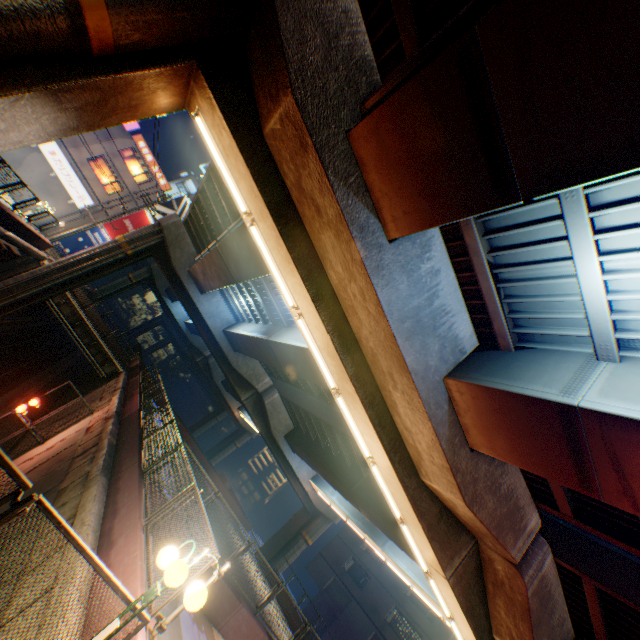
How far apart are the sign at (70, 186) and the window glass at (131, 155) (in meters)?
4.56

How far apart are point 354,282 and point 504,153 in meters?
3.3 m

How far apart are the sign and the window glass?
4.56m

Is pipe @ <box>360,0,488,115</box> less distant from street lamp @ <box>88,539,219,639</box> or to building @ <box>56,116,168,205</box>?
street lamp @ <box>88,539,219,639</box>

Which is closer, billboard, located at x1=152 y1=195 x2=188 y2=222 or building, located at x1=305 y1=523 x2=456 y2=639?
building, located at x1=305 y1=523 x2=456 y2=639

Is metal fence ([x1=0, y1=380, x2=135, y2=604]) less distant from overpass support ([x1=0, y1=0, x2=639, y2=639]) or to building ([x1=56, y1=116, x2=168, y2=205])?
A: overpass support ([x1=0, y1=0, x2=639, y2=639])

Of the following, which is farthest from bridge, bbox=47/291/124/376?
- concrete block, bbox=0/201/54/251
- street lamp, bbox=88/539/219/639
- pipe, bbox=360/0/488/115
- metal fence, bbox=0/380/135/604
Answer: pipe, bbox=360/0/488/115

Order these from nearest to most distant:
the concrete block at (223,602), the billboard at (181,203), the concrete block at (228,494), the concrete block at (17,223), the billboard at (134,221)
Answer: the concrete block at (223,602), the concrete block at (17,223), the concrete block at (228,494), the billboard at (134,221), the billboard at (181,203)
